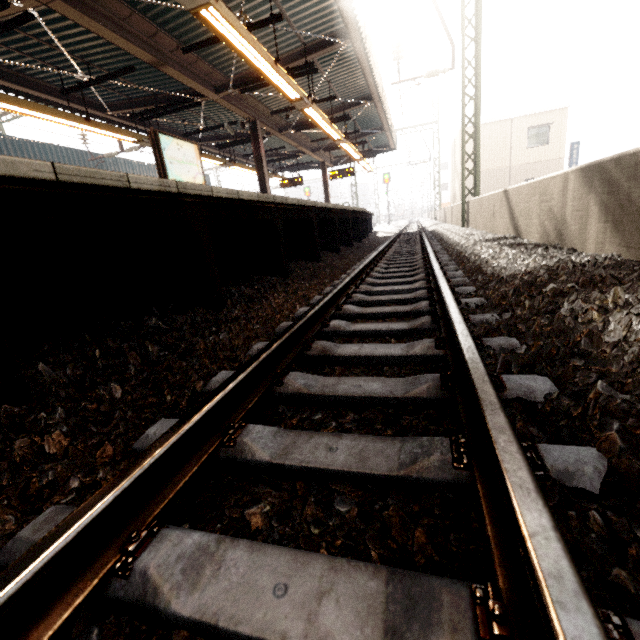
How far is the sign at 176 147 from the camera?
7.32m

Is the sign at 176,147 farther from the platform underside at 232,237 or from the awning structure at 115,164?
the awning structure at 115,164

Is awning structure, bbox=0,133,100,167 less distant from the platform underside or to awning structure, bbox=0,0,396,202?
awning structure, bbox=0,0,396,202

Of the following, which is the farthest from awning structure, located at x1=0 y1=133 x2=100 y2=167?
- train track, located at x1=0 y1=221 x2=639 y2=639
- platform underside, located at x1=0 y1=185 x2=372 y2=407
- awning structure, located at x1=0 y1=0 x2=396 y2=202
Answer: train track, located at x1=0 y1=221 x2=639 y2=639

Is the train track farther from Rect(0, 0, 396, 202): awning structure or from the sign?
Rect(0, 0, 396, 202): awning structure

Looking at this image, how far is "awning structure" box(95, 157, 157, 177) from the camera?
17.5m

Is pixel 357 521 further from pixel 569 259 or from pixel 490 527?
pixel 569 259

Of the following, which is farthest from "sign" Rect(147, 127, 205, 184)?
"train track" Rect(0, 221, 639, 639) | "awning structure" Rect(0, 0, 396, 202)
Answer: "train track" Rect(0, 221, 639, 639)
